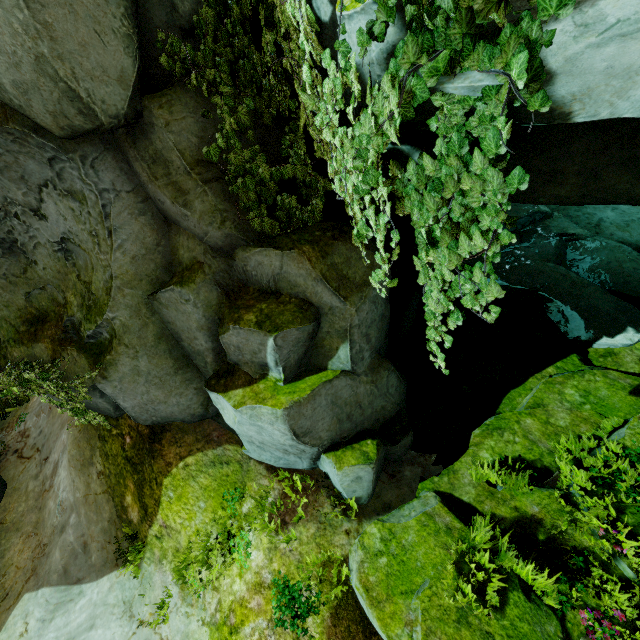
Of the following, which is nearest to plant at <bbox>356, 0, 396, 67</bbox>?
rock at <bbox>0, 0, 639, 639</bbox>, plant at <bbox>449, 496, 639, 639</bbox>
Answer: rock at <bbox>0, 0, 639, 639</bbox>

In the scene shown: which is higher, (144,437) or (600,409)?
(144,437)

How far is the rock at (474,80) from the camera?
2.21m

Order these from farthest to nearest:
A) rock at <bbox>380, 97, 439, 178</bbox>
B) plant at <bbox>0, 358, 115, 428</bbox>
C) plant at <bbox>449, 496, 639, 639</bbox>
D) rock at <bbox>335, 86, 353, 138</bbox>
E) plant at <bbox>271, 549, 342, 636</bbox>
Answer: plant at <bbox>0, 358, 115, 428</bbox> → plant at <bbox>271, 549, 342, 636</bbox> → plant at <bbox>449, 496, 639, 639</bbox> → rock at <bbox>335, 86, 353, 138</bbox> → rock at <bbox>380, 97, 439, 178</bbox>

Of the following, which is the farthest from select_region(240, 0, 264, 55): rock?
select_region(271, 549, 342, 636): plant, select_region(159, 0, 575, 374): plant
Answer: select_region(271, 549, 342, 636): plant

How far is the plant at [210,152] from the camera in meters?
4.9

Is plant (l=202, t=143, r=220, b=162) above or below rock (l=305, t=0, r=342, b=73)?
below
